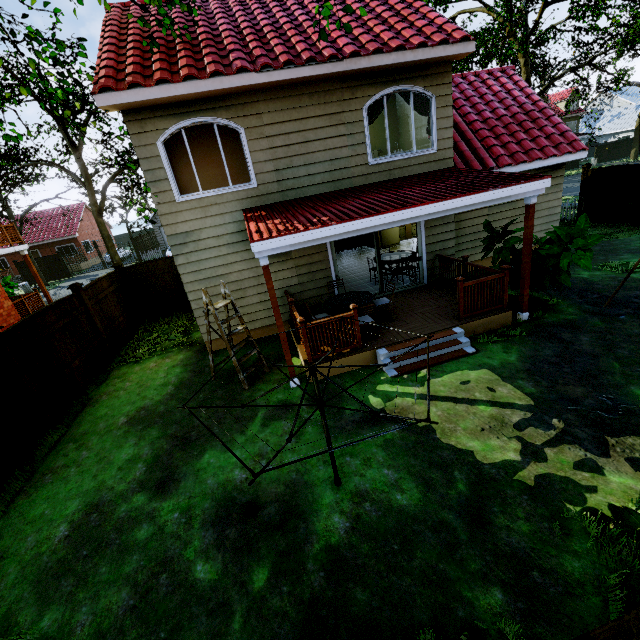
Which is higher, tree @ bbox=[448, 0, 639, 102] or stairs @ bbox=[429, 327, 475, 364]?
tree @ bbox=[448, 0, 639, 102]

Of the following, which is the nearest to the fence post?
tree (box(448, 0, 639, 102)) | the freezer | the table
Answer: tree (box(448, 0, 639, 102))

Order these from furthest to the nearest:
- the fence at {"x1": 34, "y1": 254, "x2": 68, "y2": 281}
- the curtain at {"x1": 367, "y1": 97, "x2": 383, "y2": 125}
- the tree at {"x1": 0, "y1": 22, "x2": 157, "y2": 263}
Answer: the fence at {"x1": 34, "y1": 254, "x2": 68, "y2": 281} → the curtain at {"x1": 367, "y1": 97, "x2": 383, "y2": 125} → the tree at {"x1": 0, "y1": 22, "x2": 157, "y2": 263}

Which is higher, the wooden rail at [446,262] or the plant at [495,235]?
the plant at [495,235]

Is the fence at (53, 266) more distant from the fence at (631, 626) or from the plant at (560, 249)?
the plant at (560, 249)

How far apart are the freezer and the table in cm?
832

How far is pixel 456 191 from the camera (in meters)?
6.37

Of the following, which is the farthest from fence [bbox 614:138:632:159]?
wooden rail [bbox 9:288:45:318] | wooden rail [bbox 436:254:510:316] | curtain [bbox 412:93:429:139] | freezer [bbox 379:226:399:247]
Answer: curtain [bbox 412:93:429:139]
